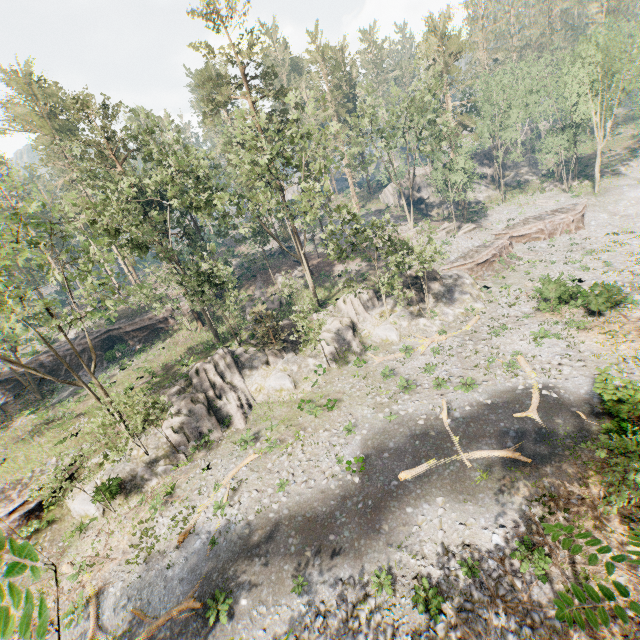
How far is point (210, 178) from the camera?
29.8m

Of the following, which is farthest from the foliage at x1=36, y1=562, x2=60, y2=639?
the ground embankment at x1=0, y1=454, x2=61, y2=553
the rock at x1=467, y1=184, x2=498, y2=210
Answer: the rock at x1=467, y1=184, x2=498, y2=210

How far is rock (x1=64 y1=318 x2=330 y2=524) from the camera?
22.5m

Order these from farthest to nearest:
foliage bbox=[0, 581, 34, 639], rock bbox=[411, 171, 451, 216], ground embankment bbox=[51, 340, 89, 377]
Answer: rock bbox=[411, 171, 451, 216] < ground embankment bbox=[51, 340, 89, 377] < foliage bbox=[0, 581, 34, 639]

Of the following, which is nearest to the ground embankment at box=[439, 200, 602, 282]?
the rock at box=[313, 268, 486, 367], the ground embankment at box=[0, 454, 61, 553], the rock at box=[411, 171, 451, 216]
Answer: the rock at box=[313, 268, 486, 367]

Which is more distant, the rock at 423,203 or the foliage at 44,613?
the rock at 423,203

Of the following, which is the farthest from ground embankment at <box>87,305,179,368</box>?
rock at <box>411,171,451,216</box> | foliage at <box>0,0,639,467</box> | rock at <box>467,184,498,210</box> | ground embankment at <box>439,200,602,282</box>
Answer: rock at <box>467,184,498,210</box>

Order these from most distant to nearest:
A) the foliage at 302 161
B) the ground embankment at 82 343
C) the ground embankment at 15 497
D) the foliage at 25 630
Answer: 1. the ground embankment at 82 343
2. the foliage at 302 161
3. the ground embankment at 15 497
4. the foliage at 25 630
